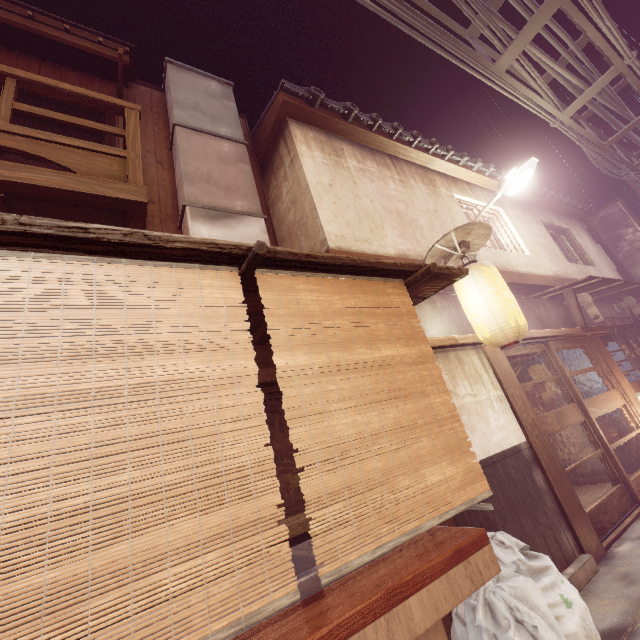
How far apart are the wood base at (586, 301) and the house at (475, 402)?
8.2 meters

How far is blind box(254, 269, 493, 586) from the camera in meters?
2.9

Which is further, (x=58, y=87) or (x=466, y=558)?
(x=58, y=87)

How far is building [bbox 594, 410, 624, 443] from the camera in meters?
12.1 m

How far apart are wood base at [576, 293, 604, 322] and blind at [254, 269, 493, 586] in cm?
1291

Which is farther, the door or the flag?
the flag

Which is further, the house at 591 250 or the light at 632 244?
the light at 632 244
